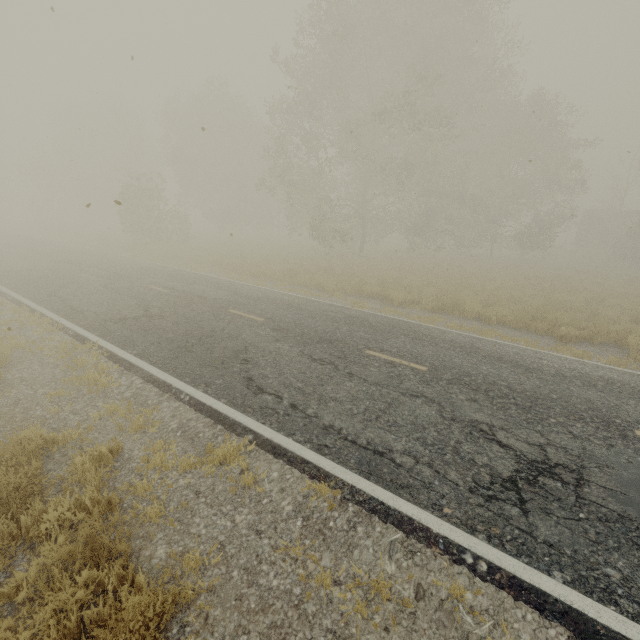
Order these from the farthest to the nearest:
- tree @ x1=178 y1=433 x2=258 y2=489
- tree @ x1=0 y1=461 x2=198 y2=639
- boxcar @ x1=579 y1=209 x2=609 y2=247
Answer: boxcar @ x1=579 y1=209 x2=609 y2=247 < tree @ x1=178 y1=433 x2=258 y2=489 < tree @ x1=0 y1=461 x2=198 y2=639

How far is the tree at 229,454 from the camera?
4.2m

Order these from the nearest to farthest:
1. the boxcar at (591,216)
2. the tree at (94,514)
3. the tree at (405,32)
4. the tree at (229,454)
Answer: the tree at (94,514)
the tree at (229,454)
the tree at (405,32)
the boxcar at (591,216)

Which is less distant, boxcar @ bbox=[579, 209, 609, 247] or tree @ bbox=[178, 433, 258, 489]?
tree @ bbox=[178, 433, 258, 489]

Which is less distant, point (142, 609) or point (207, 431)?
point (142, 609)

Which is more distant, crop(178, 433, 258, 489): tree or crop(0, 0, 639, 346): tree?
crop(0, 0, 639, 346): tree
